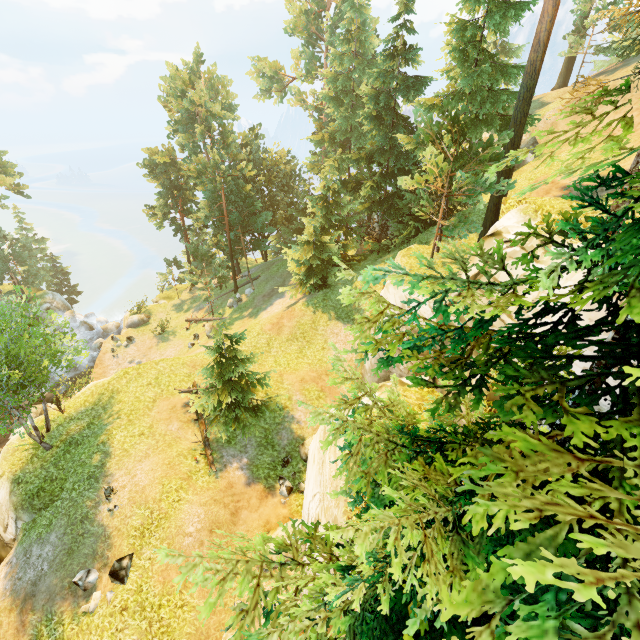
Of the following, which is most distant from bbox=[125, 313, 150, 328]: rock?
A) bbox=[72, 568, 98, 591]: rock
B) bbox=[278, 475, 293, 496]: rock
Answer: bbox=[278, 475, 293, 496]: rock

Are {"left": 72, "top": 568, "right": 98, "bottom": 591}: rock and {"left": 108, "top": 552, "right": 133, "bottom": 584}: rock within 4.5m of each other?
yes

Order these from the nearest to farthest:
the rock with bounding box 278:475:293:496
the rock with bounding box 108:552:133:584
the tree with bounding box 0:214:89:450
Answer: the rock with bounding box 108:552:133:584 < the tree with bounding box 0:214:89:450 < the rock with bounding box 278:475:293:496

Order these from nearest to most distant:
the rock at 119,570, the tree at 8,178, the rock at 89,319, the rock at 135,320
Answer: the rock at 119,570 → the tree at 8,178 → the rock at 89,319 → the rock at 135,320

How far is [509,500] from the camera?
1.7m

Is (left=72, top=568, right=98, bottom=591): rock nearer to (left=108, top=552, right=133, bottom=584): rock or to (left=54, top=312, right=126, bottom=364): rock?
(left=108, top=552, right=133, bottom=584): rock

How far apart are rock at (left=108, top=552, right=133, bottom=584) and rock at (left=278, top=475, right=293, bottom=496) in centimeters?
628cm

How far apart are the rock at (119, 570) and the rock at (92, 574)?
0.5m
